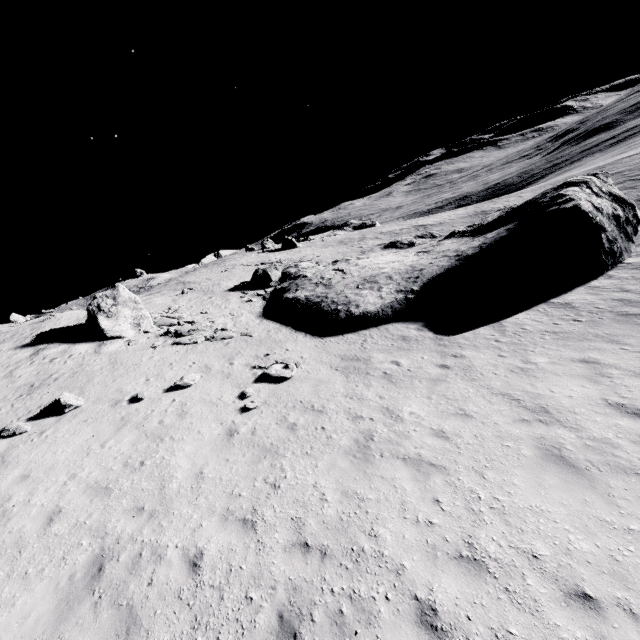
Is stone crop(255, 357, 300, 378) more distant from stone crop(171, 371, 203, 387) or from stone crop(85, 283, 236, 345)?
stone crop(85, 283, 236, 345)

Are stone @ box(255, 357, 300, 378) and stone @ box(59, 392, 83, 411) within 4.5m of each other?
no

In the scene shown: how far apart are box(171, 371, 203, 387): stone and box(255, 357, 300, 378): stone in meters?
Result: 2.8

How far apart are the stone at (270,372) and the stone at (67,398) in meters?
7.0

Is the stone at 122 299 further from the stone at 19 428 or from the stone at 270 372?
the stone at 19 428

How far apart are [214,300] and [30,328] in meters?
12.2

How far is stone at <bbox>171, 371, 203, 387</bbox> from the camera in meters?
13.0

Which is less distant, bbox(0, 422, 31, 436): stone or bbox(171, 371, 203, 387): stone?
bbox(0, 422, 31, 436): stone
